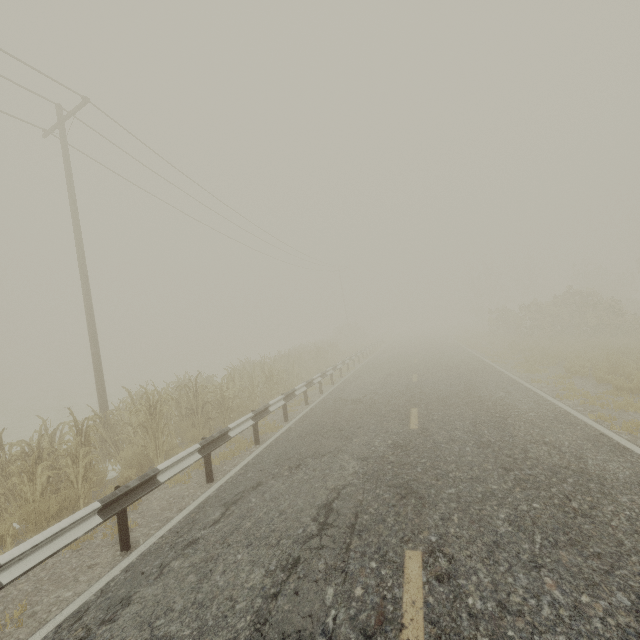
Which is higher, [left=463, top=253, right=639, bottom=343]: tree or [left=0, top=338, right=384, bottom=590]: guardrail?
[left=463, top=253, right=639, bottom=343]: tree

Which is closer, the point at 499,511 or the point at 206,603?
the point at 206,603

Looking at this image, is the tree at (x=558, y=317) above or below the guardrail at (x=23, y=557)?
above

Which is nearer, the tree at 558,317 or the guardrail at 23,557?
the guardrail at 23,557

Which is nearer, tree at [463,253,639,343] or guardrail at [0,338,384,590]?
guardrail at [0,338,384,590]
